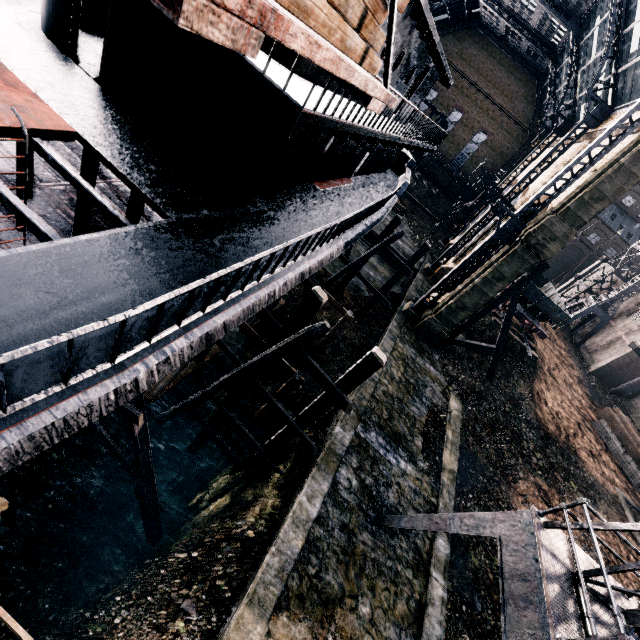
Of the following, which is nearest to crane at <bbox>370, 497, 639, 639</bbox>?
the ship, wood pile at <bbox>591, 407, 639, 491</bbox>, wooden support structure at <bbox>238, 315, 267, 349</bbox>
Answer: wooden support structure at <bbox>238, 315, 267, 349</bbox>

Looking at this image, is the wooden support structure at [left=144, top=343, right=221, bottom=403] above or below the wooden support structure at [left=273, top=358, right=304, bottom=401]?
below

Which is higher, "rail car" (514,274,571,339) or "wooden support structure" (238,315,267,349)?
"rail car" (514,274,571,339)

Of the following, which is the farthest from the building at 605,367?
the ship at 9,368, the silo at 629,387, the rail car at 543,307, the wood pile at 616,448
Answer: the ship at 9,368

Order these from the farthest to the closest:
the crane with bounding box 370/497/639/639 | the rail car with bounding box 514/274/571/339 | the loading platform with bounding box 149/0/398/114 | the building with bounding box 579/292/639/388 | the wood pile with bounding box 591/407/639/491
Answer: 1. the building with bounding box 579/292/639/388
2. the rail car with bounding box 514/274/571/339
3. the wood pile with bounding box 591/407/639/491
4. the crane with bounding box 370/497/639/639
5. the loading platform with bounding box 149/0/398/114

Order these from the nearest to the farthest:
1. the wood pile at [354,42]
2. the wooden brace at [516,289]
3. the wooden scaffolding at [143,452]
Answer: the wood pile at [354,42], the wooden scaffolding at [143,452], the wooden brace at [516,289]

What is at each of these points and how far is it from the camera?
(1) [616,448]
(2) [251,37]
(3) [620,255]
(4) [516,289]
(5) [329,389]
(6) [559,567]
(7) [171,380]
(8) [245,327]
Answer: (1) wood pile, 28.2 meters
(2) loading platform, 2.3 meters
(3) building, 48.1 meters
(4) wooden brace, 21.7 meters
(5) wooden scaffolding, 10.9 meters
(6) crane, 7.5 meters
(7) wooden support structure, 12.6 meters
(8) wooden support structure, 13.0 meters

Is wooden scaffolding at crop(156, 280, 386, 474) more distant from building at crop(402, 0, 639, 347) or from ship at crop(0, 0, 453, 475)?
building at crop(402, 0, 639, 347)
